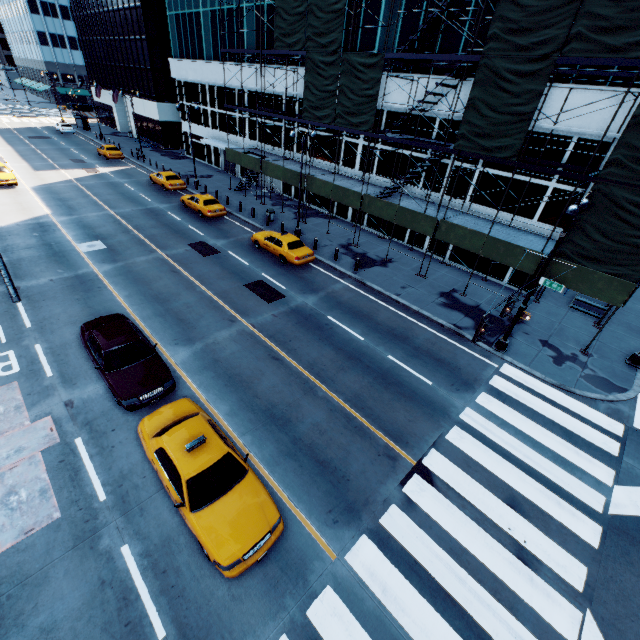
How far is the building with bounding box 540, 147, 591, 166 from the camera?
16.88m

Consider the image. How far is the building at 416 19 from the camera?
19.9 meters

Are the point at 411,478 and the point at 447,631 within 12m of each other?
yes

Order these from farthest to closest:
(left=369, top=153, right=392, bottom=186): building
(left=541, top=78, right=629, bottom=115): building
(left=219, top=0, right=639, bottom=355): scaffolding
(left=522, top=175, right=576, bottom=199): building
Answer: (left=369, top=153, right=392, bottom=186): building < (left=522, top=175, right=576, bottom=199): building < (left=541, top=78, right=629, bottom=115): building < (left=219, top=0, right=639, bottom=355): scaffolding

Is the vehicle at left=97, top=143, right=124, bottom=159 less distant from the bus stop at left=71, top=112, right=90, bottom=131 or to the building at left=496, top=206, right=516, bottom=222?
the building at left=496, top=206, right=516, bottom=222

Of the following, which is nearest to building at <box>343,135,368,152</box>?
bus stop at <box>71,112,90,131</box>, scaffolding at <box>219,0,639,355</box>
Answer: scaffolding at <box>219,0,639,355</box>

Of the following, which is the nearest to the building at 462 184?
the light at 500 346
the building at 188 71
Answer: the building at 188 71

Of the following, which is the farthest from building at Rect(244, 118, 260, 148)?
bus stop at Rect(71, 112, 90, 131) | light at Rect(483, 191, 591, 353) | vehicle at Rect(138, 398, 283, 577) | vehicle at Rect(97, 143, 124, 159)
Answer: bus stop at Rect(71, 112, 90, 131)
